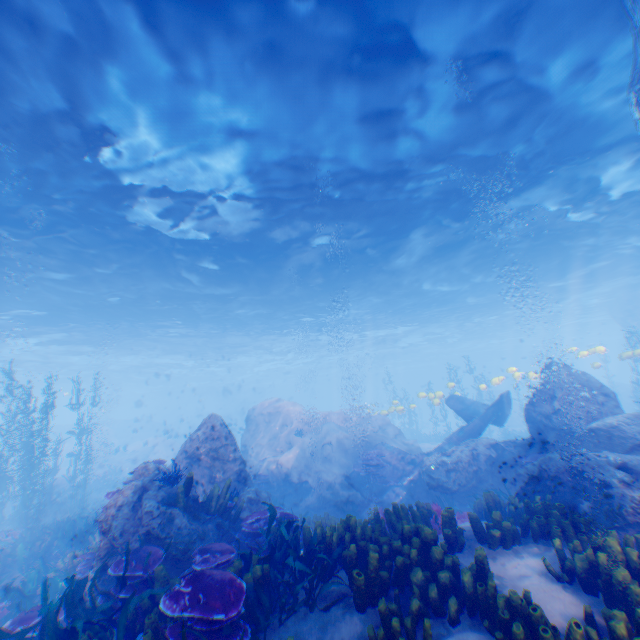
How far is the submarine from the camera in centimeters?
2855cm

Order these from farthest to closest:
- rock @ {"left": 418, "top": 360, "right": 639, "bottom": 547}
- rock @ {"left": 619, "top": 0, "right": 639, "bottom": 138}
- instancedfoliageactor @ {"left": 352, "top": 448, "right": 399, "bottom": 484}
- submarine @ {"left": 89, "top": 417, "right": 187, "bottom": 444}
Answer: submarine @ {"left": 89, "top": 417, "right": 187, "bottom": 444}
instancedfoliageactor @ {"left": 352, "top": 448, "right": 399, "bottom": 484}
rock @ {"left": 619, "top": 0, "right": 639, "bottom": 138}
rock @ {"left": 418, "top": 360, "right": 639, "bottom": 547}

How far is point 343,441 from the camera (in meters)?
17.00

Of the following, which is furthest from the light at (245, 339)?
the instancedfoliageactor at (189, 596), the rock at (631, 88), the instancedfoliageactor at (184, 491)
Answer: the instancedfoliageactor at (184, 491)

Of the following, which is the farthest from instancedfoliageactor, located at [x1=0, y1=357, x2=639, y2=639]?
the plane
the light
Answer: the light

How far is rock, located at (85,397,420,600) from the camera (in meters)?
6.42

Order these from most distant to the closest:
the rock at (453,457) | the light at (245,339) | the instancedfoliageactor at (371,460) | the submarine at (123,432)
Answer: the submarine at (123,432), the instancedfoliageactor at (371,460), the light at (245,339), the rock at (453,457)

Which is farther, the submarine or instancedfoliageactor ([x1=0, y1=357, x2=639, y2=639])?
the submarine
